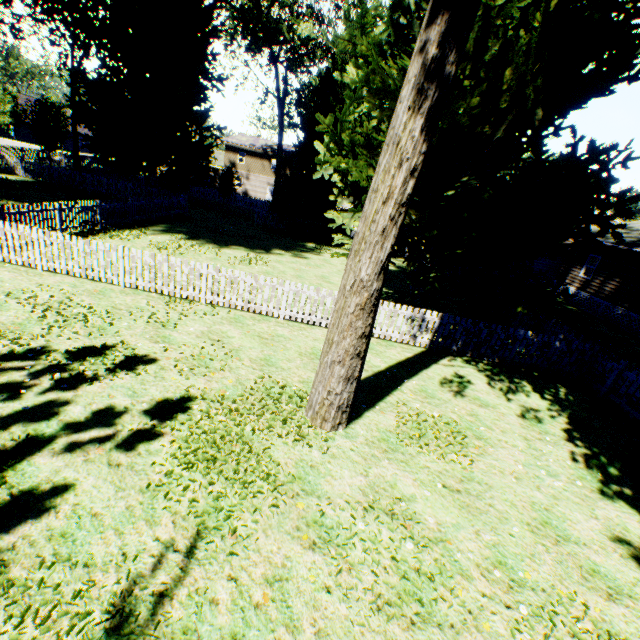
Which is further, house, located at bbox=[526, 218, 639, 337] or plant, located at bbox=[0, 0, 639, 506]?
house, located at bbox=[526, 218, 639, 337]

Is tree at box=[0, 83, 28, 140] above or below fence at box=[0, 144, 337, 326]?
above

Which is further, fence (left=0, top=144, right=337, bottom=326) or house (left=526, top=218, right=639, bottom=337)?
house (left=526, top=218, right=639, bottom=337)

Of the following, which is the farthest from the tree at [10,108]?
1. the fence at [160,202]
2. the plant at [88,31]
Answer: the plant at [88,31]

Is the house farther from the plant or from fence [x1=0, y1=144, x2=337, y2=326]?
the plant

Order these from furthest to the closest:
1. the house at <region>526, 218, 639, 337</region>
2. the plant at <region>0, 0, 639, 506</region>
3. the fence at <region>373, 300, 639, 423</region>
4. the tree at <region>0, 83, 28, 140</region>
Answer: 1. the tree at <region>0, 83, 28, 140</region>
2. the house at <region>526, 218, 639, 337</region>
3. the fence at <region>373, 300, 639, 423</region>
4. the plant at <region>0, 0, 639, 506</region>

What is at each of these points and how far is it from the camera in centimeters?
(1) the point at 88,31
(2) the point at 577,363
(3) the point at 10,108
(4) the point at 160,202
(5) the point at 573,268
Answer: (1) plant, 2486cm
(2) fence, 1036cm
(3) tree, 4512cm
(4) fence, 2086cm
(5) house, 2341cm

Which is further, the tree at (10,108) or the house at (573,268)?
the tree at (10,108)
